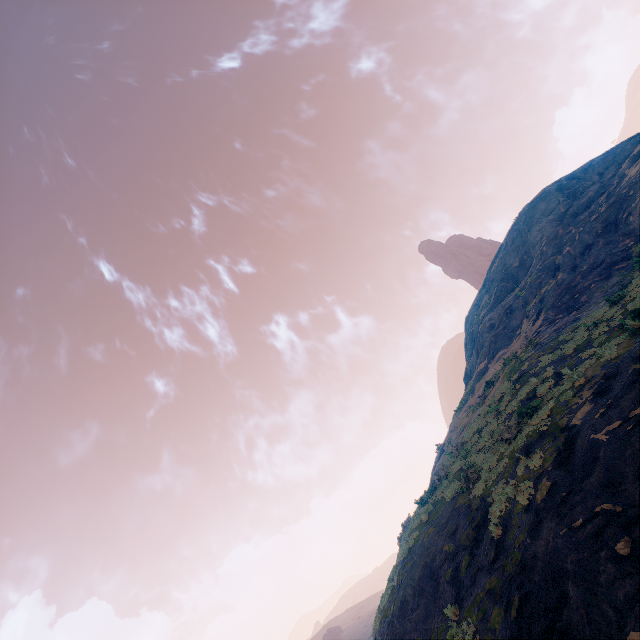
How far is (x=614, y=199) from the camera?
26.9 meters
